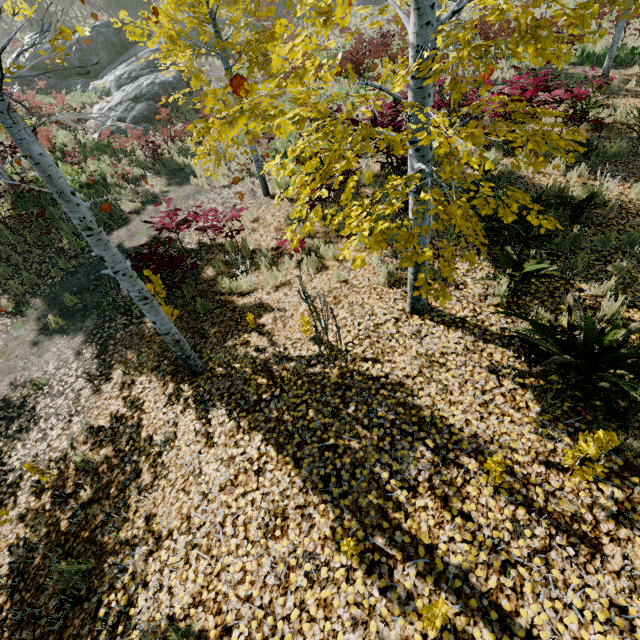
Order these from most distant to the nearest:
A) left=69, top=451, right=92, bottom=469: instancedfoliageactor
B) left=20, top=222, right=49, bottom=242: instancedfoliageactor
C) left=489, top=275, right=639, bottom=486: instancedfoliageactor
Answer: left=20, top=222, right=49, bottom=242: instancedfoliageactor
left=69, top=451, right=92, bottom=469: instancedfoliageactor
left=489, top=275, right=639, bottom=486: instancedfoliageactor

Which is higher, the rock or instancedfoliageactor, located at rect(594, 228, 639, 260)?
the rock

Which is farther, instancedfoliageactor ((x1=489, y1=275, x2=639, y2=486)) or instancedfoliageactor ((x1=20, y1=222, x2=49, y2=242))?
instancedfoliageactor ((x1=20, y1=222, x2=49, y2=242))

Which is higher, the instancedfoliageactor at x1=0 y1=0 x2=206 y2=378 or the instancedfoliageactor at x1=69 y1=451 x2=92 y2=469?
the instancedfoliageactor at x1=0 y1=0 x2=206 y2=378

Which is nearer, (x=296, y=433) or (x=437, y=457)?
(x=437, y=457)

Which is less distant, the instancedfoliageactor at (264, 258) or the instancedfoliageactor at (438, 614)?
the instancedfoliageactor at (438, 614)
